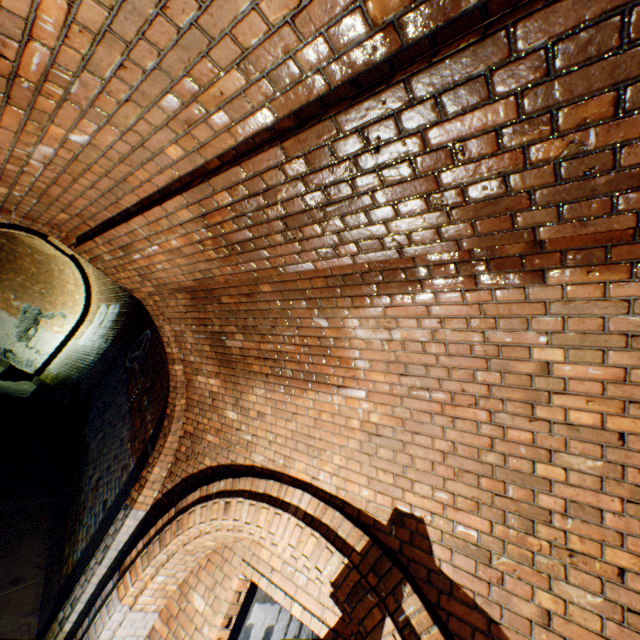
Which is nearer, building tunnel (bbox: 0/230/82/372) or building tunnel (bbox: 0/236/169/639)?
building tunnel (bbox: 0/236/169/639)

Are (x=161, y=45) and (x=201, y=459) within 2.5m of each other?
no

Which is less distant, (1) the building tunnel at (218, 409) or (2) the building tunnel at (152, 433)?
(1) the building tunnel at (218, 409)

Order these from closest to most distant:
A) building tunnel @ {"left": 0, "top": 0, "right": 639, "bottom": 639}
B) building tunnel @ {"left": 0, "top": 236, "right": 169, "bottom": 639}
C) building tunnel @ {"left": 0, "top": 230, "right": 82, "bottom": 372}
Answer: building tunnel @ {"left": 0, "top": 0, "right": 639, "bottom": 639} < building tunnel @ {"left": 0, "top": 236, "right": 169, "bottom": 639} < building tunnel @ {"left": 0, "top": 230, "right": 82, "bottom": 372}

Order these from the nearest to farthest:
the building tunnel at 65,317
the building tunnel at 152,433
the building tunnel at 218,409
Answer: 1. the building tunnel at 218,409
2. the building tunnel at 152,433
3. the building tunnel at 65,317
